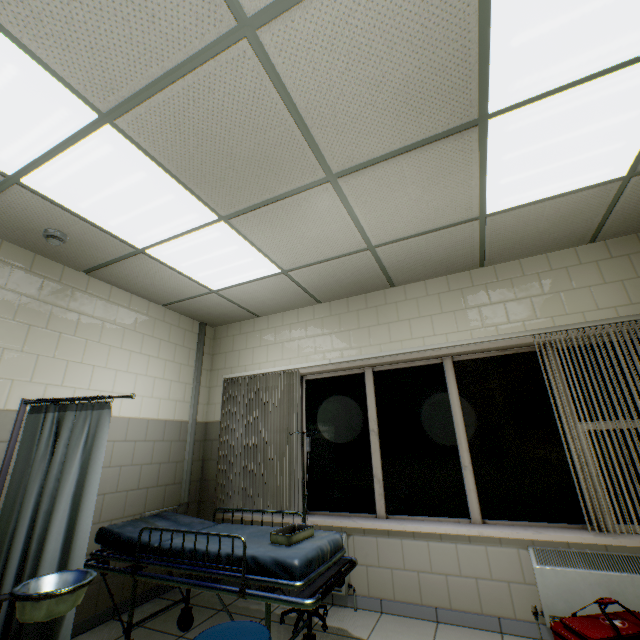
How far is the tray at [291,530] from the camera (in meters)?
2.29

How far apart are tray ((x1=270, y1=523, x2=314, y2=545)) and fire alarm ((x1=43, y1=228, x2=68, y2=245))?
2.98m

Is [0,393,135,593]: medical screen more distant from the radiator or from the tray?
the radiator

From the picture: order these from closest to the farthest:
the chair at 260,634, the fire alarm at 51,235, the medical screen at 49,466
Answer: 1. the chair at 260,634
2. the medical screen at 49,466
3. the fire alarm at 51,235

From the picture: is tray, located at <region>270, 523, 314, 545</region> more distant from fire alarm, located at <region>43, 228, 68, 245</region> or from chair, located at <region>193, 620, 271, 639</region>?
fire alarm, located at <region>43, 228, 68, 245</region>

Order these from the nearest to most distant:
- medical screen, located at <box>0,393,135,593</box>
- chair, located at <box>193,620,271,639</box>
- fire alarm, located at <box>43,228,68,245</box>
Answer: chair, located at <box>193,620,271,639</box> → medical screen, located at <box>0,393,135,593</box> → fire alarm, located at <box>43,228,68,245</box>

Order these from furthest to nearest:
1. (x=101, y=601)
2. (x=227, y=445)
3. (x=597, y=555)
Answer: (x=227, y=445) < (x=101, y=601) < (x=597, y=555)

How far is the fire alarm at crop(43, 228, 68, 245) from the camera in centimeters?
273cm
